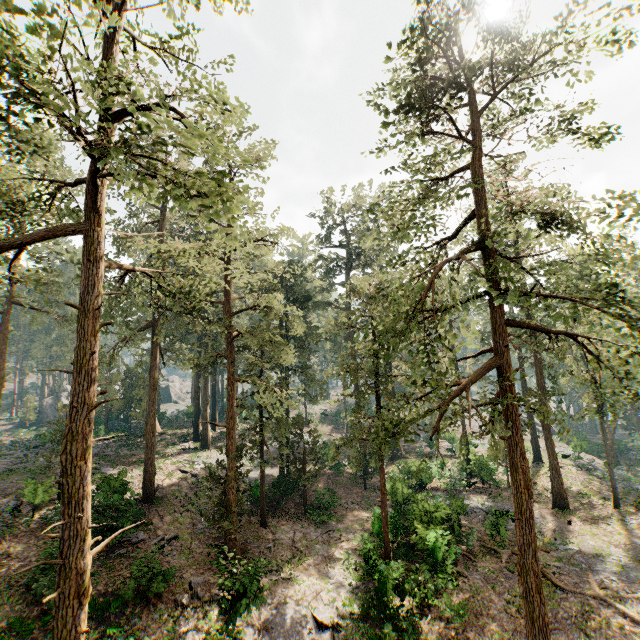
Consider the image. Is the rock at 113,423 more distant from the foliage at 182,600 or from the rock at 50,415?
the rock at 50,415

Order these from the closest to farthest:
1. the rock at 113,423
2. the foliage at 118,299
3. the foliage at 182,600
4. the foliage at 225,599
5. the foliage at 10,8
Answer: the foliage at 10,8, the foliage at 118,299, the foliage at 225,599, the foliage at 182,600, the rock at 113,423

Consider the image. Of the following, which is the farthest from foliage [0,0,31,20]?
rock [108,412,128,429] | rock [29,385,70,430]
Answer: rock [29,385,70,430]

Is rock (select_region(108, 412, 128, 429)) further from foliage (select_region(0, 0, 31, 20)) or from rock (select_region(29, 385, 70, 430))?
rock (select_region(29, 385, 70, 430))

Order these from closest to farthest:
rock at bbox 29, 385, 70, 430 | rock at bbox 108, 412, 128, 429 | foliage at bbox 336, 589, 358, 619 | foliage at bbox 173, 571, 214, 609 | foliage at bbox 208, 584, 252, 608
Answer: foliage at bbox 208, 584, 252, 608
foliage at bbox 173, 571, 214, 609
foliage at bbox 336, 589, 358, 619
rock at bbox 108, 412, 128, 429
rock at bbox 29, 385, 70, 430

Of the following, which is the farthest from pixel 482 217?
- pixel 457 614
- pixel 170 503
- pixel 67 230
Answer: pixel 170 503
